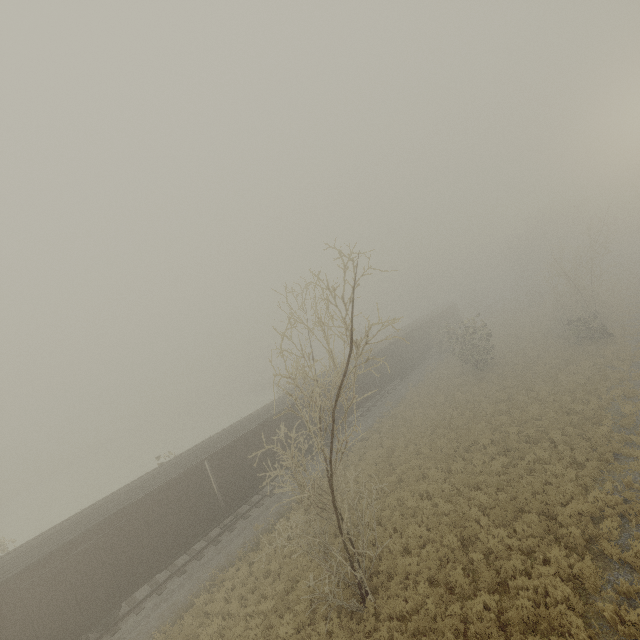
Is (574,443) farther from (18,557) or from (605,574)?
(18,557)

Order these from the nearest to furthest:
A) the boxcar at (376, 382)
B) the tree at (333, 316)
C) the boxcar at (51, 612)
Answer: the tree at (333, 316), the boxcar at (51, 612), the boxcar at (376, 382)

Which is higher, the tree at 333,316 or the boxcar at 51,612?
the tree at 333,316

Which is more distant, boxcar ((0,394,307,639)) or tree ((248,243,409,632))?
boxcar ((0,394,307,639))

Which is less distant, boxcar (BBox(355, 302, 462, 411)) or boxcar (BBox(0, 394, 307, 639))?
boxcar (BBox(0, 394, 307, 639))

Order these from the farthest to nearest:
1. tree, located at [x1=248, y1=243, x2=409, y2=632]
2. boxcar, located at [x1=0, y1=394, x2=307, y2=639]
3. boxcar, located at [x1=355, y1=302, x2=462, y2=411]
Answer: boxcar, located at [x1=355, y1=302, x2=462, y2=411]
boxcar, located at [x1=0, y1=394, x2=307, y2=639]
tree, located at [x1=248, y1=243, x2=409, y2=632]

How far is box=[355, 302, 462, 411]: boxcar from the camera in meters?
29.8 m
